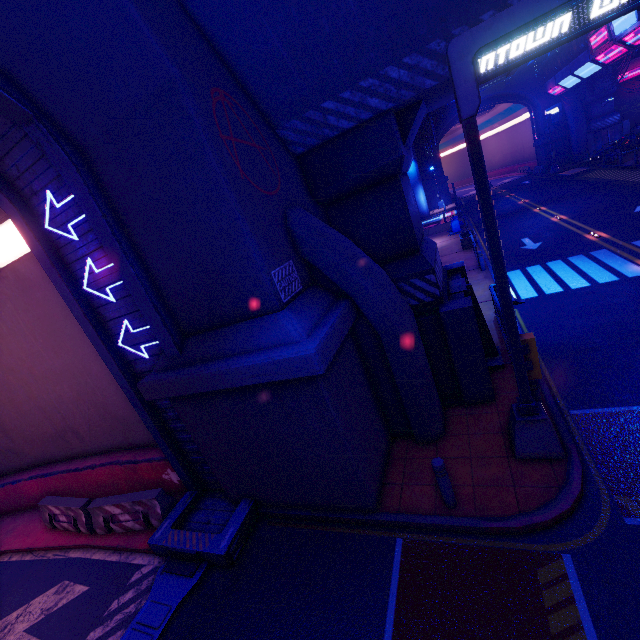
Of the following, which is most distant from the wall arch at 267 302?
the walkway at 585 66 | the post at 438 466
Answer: the walkway at 585 66

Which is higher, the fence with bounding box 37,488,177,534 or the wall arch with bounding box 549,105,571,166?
the wall arch with bounding box 549,105,571,166

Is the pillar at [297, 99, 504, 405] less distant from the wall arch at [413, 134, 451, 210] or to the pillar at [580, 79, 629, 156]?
the wall arch at [413, 134, 451, 210]

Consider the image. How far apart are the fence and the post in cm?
695

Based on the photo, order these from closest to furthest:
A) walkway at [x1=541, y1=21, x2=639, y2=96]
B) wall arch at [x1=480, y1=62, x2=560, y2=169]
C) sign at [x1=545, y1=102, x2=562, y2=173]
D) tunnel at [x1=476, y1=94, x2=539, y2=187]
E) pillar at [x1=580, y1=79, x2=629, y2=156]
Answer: walkway at [x1=541, y1=21, x2=639, y2=96] → sign at [x1=545, y1=102, x2=562, y2=173] → pillar at [x1=580, y1=79, x2=629, y2=156] → wall arch at [x1=480, y1=62, x2=560, y2=169] → tunnel at [x1=476, y1=94, x2=539, y2=187]

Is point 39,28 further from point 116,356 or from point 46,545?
point 46,545

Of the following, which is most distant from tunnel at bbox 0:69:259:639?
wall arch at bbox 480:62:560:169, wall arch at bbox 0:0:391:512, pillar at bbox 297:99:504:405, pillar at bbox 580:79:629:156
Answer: pillar at bbox 580:79:629:156

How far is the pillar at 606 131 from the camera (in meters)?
38.00
